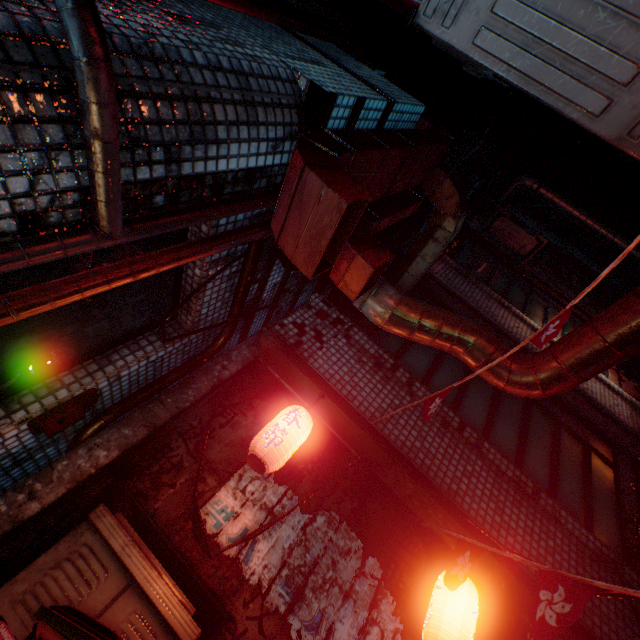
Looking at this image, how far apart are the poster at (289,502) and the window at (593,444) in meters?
1.7

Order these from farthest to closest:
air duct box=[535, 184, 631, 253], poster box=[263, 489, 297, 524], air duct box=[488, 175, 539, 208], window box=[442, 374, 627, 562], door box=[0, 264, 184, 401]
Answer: air duct box=[488, 175, 539, 208] < air duct box=[535, 184, 631, 253] < window box=[442, 374, 627, 562] < poster box=[263, 489, 297, 524] < door box=[0, 264, 184, 401]

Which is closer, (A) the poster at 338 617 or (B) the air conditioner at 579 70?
(B) the air conditioner at 579 70

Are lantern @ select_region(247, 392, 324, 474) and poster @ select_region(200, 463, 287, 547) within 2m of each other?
yes

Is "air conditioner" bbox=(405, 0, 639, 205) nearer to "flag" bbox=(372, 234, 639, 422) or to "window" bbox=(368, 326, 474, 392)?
"flag" bbox=(372, 234, 639, 422)

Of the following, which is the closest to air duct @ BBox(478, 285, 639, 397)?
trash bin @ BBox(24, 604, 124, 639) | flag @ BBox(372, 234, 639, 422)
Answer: flag @ BBox(372, 234, 639, 422)

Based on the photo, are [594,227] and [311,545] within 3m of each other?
no
